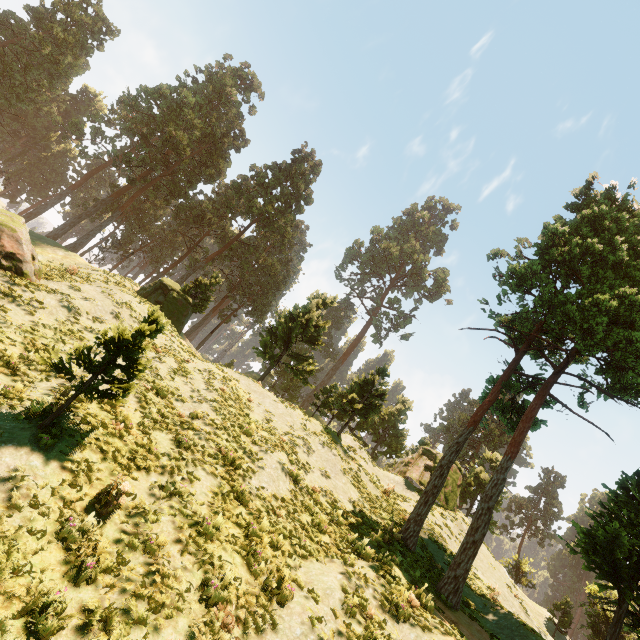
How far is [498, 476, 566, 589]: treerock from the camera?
37.66m

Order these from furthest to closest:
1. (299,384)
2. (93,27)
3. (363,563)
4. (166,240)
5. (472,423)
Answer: (166,240) < (299,384) < (93,27) < (472,423) < (363,563)

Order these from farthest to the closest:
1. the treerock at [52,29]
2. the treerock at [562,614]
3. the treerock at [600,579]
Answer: the treerock at [562,614]
the treerock at [52,29]
the treerock at [600,579]

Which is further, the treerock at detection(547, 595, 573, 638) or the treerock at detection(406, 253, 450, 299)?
the treerock at detection(406, 253, 450, 299)

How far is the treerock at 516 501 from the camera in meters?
37.7
